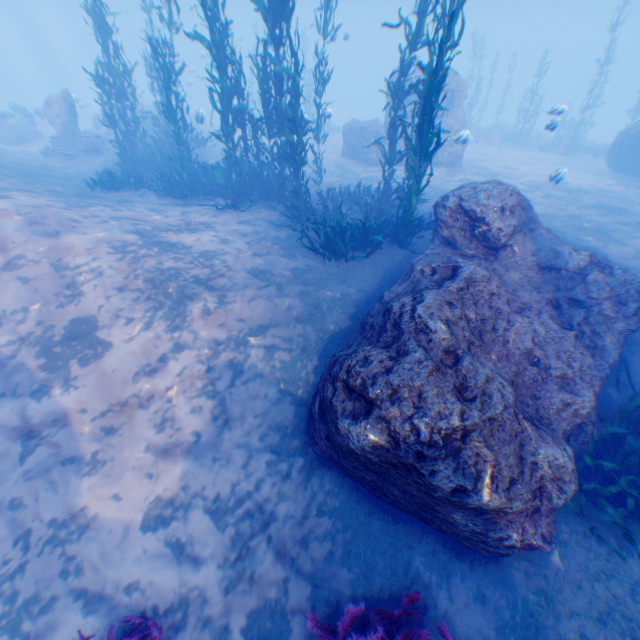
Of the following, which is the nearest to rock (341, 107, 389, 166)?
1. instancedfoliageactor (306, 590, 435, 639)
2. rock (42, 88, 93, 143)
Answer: instancedfoliageactor (306, 590, 435, 639)

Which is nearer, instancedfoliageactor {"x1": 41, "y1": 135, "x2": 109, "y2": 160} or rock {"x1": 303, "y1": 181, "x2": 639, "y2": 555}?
rock {"x1": 303, "y1": 181, "x2": 639, "y2": 555}

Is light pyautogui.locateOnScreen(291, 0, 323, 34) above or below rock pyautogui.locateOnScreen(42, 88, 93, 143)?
above

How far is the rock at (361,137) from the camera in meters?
17.2 m

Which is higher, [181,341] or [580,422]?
[181,341]

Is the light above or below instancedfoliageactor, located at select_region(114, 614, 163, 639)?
above

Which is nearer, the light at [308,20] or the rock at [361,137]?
the rock at [361,137]

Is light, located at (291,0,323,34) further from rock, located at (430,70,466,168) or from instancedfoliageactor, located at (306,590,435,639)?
instancedfoliageactor, located at (306,590,435,639)
